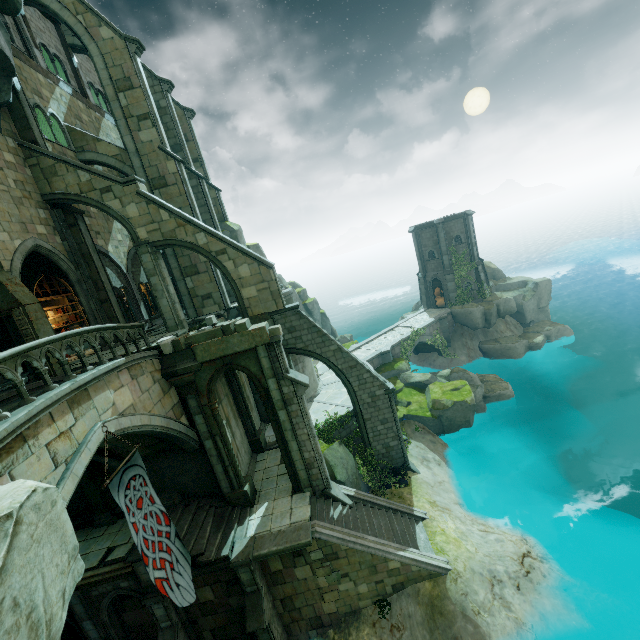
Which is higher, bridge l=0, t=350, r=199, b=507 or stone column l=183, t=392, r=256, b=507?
bridge l=0, t=350, r=199, b=507

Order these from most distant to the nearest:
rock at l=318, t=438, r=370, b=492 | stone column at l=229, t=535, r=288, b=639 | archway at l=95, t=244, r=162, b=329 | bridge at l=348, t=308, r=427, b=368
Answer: bridge at l=348, t=308, r=427, b=368 < archway at l=95, t=244, r=162, b=329 < rock at l=318, t=438, r=370, b=492 < stone column at l=229, t=535, r=288, b=639

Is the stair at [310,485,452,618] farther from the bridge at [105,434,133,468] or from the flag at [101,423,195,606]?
the bridge at [105,434,133,468]

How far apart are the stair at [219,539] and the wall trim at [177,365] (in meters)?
5.66

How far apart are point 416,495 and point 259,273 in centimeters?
1432cm

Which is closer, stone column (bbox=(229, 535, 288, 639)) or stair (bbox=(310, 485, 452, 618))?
stone column (bbox=(229, 535, 288, 639))

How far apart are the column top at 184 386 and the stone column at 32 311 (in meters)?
4.26

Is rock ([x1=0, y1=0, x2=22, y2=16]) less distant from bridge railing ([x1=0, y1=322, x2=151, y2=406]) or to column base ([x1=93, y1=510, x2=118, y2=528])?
column base ([x1=93, y1=510, x2=118, y2=528])
